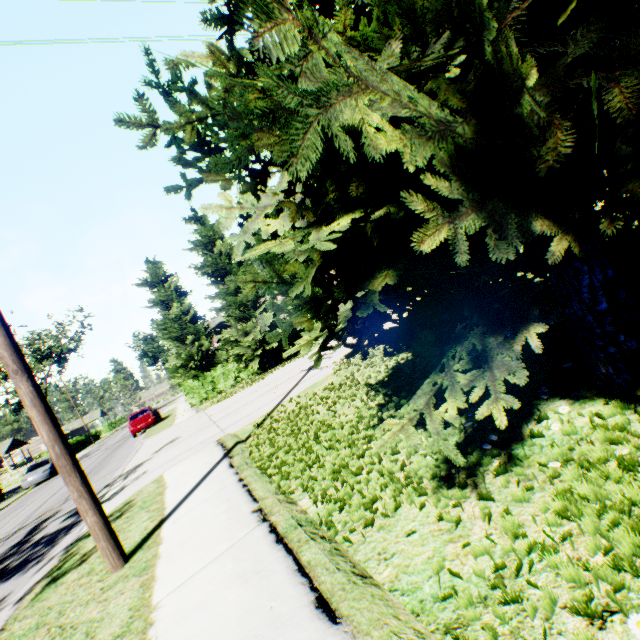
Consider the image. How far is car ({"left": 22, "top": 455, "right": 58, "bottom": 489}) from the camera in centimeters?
2361cm

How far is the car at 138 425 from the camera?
22.55m

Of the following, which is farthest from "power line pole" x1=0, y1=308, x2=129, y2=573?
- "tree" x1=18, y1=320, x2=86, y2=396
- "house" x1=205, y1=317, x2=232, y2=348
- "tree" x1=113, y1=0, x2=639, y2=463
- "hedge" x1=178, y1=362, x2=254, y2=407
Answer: "tree" x1=18, y1=320, x2=86, y2=396

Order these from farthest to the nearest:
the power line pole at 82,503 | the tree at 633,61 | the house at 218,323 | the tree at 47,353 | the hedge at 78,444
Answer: the hedge at 78,444
the tree at 47,353
the house at 218,323
the power line pole at 82,503
the tree at 633,61

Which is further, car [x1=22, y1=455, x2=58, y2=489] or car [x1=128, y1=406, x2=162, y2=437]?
car [x1=22, y1=455, x2=58, y2=489]

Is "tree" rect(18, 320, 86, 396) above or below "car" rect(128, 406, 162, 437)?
above

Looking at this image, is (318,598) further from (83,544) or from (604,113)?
(83,544)

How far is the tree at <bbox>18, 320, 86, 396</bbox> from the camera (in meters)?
44.53
